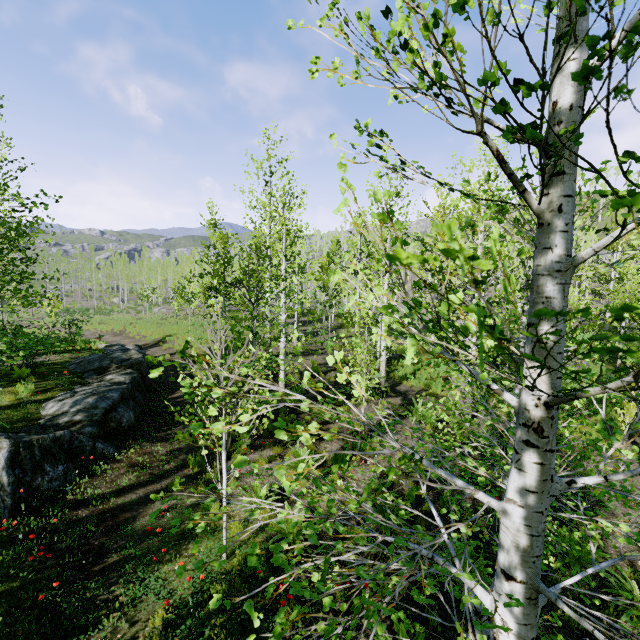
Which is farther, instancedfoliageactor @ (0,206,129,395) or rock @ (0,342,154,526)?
instancedfoliageactor @ (0,206,129,395)

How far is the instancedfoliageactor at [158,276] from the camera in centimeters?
4347cm

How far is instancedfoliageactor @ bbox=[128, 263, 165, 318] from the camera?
43.5m

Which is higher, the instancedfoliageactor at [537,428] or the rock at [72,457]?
the instancedfoliageactor at [537,428]

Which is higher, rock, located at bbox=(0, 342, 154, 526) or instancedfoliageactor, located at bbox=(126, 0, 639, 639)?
instancedfoliageactor, located at bbox=(126, 0, 639, 639)

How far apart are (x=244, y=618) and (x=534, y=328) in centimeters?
591cm

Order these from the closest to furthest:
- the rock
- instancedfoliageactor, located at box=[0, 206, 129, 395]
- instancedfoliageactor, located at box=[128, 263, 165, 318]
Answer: the rock → instancedfoliageactor, located at box=[0, 206, 129, 395] → instancedfoliageactor, located at box=[128, 263, 165, 318]
